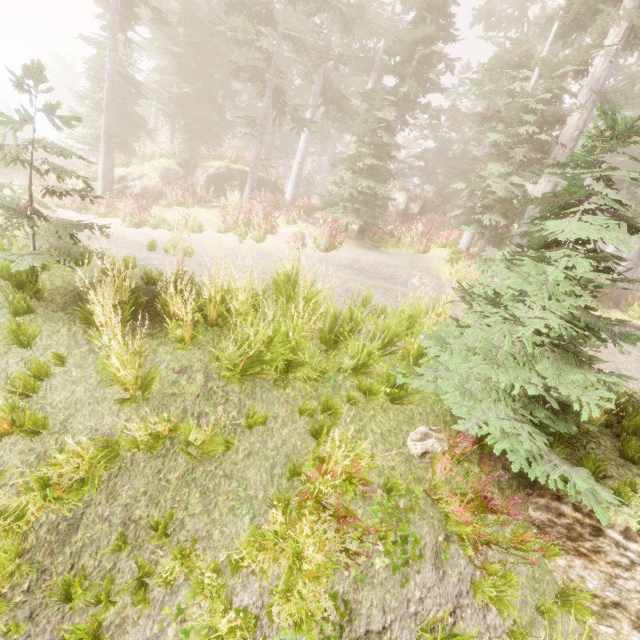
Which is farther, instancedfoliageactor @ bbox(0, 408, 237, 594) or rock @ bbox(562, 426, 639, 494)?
rock @ bbox(562, 426, 639, 494)

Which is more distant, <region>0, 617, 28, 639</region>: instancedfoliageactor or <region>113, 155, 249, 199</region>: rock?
<region>113, 155, 249, 199</region>: rock

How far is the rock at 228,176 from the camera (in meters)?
17.36

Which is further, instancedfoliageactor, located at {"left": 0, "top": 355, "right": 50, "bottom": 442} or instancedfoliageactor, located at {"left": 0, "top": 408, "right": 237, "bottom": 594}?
instancedfoliageactor, located at {"left": 0, "top": 355, "right": 50, "bottom": 442}

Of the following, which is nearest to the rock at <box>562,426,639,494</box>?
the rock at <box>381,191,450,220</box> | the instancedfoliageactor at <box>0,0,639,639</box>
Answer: the instancedfoliageactor at <box>0,0,639,639</box>

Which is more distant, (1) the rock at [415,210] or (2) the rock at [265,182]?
(1) the rock at [415,210]

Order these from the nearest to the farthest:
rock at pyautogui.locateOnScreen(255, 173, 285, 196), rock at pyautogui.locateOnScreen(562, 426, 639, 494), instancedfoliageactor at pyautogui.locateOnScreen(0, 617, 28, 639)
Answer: instancedfoliageactor at pyautogui.locateOnScreen(0, 617, 28, 639), rock at pyautogui.locateOnScreen(562, 426, 639, 494), rock at pyautogui.locateOnScreen(255, 173, 285, 196)

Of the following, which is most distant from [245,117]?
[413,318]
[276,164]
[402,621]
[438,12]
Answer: [276,164]
